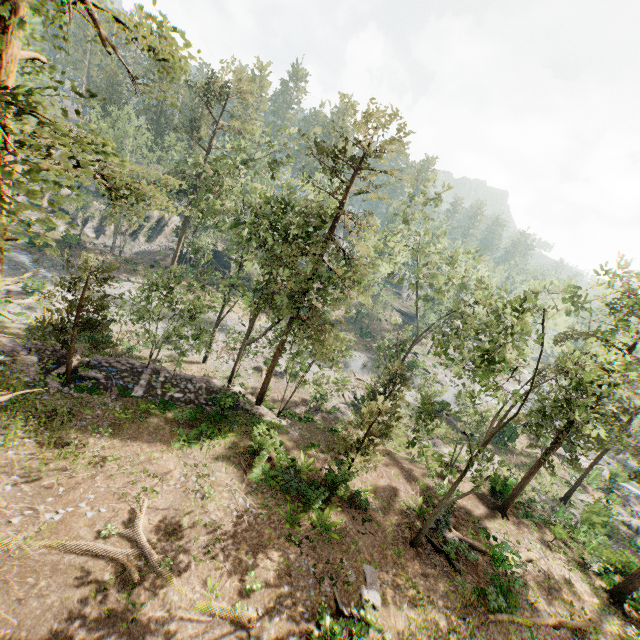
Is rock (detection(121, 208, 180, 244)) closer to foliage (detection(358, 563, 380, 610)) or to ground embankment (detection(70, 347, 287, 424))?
foliage (detection(358, 563, 380, 610))

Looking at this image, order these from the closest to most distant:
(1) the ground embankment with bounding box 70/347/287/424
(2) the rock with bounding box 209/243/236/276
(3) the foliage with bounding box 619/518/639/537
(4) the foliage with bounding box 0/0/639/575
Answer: (4) the foliage with bounding box 0/0/639/575 → (1) the ground embankment with bounding box 70/347/287/424 → (3) the foliage with bounding box 619/518/639/537 → (2) the rock with bounding box 209/243/236/276

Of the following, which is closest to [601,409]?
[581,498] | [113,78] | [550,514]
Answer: [550,514]

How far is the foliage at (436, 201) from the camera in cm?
2557

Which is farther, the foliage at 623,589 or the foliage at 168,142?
the foliage at 168,142

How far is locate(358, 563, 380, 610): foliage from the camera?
13.81m
